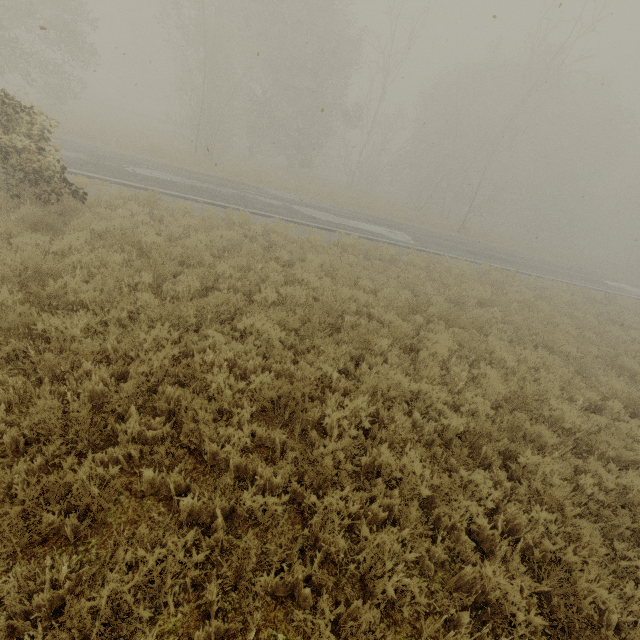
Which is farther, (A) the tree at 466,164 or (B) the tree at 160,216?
(B) the tree at 160,216

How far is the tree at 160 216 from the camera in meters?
9.3

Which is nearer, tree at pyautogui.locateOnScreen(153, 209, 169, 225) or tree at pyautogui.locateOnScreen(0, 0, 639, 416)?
tree at pyautogui.locateOnScreen(0, 0, 639, 416)

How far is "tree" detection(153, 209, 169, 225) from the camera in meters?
9.3

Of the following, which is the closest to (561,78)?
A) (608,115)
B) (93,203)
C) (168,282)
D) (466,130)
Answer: (608,115)
